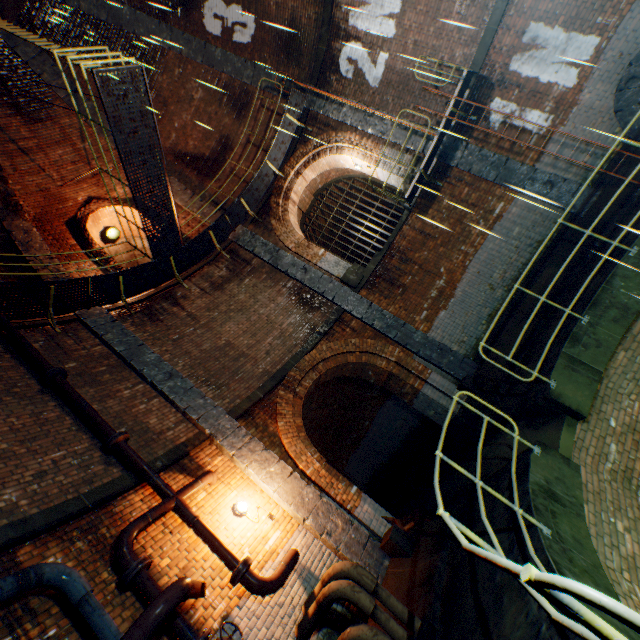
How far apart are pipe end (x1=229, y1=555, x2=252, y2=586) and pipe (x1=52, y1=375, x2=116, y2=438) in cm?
300

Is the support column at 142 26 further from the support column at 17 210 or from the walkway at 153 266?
the support column at 17 210

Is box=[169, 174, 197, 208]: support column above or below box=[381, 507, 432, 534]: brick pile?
above

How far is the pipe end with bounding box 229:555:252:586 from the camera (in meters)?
4.54

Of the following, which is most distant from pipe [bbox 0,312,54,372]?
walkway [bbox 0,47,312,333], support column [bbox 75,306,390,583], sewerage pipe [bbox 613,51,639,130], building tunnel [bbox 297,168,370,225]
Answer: sewerage pipe [bbox 613,51,639,130]

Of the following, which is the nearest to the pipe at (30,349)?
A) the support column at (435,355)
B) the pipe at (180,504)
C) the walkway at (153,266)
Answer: the walkway at (153,266)

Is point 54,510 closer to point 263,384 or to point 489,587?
point 263,384

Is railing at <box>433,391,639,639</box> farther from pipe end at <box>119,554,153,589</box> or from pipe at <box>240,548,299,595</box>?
pipe end at <box>119,554,153,589</box>
